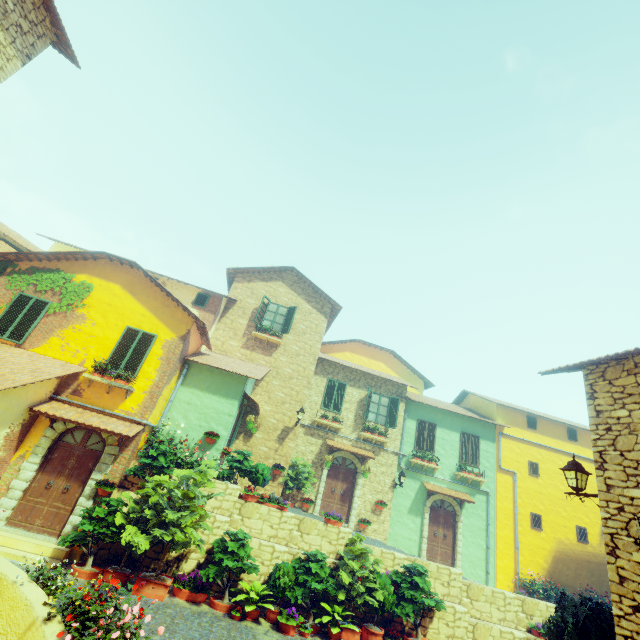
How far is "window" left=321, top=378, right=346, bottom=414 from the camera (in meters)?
16.67

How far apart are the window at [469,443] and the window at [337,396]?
6.82m

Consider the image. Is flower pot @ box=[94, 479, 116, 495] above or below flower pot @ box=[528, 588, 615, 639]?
below

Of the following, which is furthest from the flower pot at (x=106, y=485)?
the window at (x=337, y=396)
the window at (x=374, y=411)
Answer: the window at (x=374, y=411)

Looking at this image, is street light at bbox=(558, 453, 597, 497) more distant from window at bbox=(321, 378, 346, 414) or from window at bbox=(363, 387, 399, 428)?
window at bbox=(321, 378, 346, 414)

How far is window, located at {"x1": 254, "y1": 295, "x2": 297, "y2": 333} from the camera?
16.4 meters

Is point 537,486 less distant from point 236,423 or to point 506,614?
point 506,614

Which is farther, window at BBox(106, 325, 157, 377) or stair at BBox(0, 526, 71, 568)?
window at BBox(106, 325, 157, 377)
